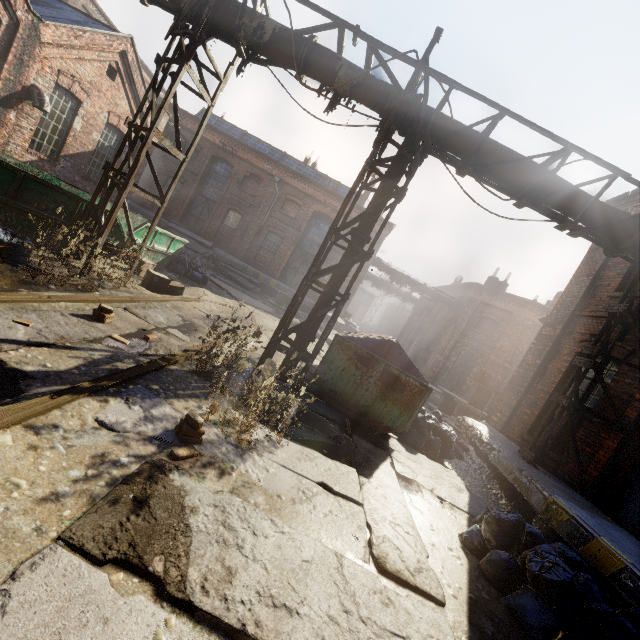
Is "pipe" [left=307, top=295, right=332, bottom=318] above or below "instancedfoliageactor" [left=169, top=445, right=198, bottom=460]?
above

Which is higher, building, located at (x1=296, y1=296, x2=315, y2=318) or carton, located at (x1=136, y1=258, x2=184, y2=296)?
building, located at (x1=296, y1=296, x2=315, y2=318)

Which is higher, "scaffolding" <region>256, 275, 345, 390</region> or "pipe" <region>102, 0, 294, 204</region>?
"pipe" <region>102, 0, 294, 204</region>

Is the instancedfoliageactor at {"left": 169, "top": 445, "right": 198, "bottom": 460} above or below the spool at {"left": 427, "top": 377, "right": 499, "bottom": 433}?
below

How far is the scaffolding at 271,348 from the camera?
6.1 meters

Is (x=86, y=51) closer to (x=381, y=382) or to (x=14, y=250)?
(x=14, y=250)

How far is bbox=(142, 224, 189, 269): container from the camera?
10.16m

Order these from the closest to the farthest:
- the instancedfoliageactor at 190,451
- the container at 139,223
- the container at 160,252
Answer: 1. the instancedfoliageactor at 190,451
2. the container at 139,223
3. the container at 160,252
